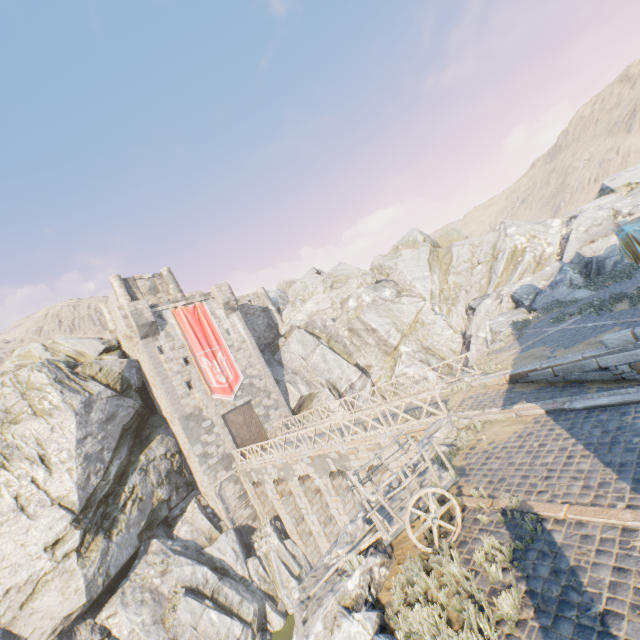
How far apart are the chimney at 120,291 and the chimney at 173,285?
3.2m

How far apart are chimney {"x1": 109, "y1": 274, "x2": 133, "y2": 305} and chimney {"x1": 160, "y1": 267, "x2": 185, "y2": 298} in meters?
3.2

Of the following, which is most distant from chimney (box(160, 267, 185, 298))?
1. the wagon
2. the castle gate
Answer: the wagon

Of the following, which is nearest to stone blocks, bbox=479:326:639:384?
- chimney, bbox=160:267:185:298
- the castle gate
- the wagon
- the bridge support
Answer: the wagon

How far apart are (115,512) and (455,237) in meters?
42.0 m

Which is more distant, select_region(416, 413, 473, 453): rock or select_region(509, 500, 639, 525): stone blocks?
select_region(416, 413, 473, 453): rock

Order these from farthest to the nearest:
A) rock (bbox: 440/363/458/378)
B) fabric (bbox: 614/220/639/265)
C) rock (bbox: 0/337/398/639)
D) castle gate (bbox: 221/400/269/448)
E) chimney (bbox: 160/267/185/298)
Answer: Answer:
1. chimney (bbox: 160/267/185/298)
2. rock (bbox: 440/363/458/378)
3. castle gate (bbox: 221/400/269/448)
4. fabric (bbox: 614/220/639/265)
5. rock (bbox: 0/337/398/639)

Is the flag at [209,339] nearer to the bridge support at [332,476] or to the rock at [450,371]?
the rock at [450,371]
